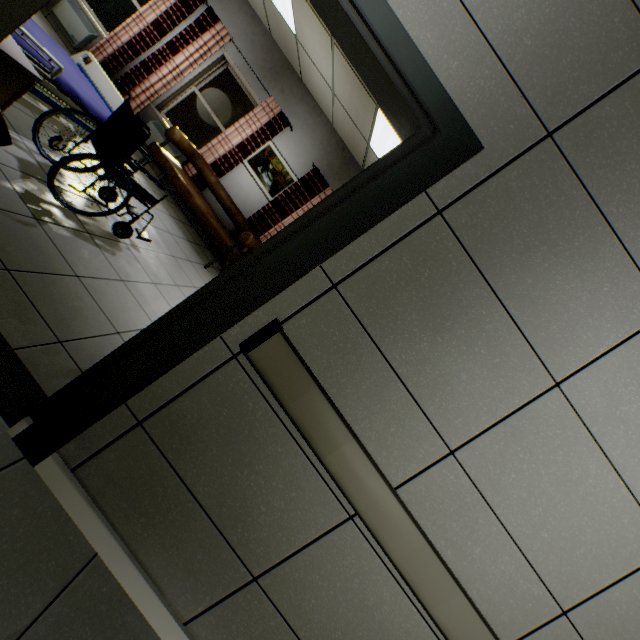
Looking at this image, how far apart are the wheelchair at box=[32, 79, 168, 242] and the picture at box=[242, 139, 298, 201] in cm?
288

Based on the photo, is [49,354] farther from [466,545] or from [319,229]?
[466,545]

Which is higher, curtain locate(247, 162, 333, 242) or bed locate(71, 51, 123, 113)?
curtain locate(247, 162, 333, 242)

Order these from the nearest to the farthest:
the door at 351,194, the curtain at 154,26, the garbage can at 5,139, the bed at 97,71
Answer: the door at 351,194 → the garbage can at 5,139 → the bed at 97,71 → the curtain at 154,26

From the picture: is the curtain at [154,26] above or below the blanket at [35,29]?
above

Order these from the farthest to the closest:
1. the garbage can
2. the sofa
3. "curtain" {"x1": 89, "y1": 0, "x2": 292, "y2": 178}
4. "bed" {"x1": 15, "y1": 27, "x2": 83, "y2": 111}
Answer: "curtain" {"x1": 89, "y1": 0, "x2": 292, "y2": 178}
the sofa
"bed" {"x1": 15, "y1": 27, "x2": 83, "y2": 111}
the garbage can

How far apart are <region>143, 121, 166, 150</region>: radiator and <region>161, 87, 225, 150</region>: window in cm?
16

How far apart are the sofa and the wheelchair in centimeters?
145cm
